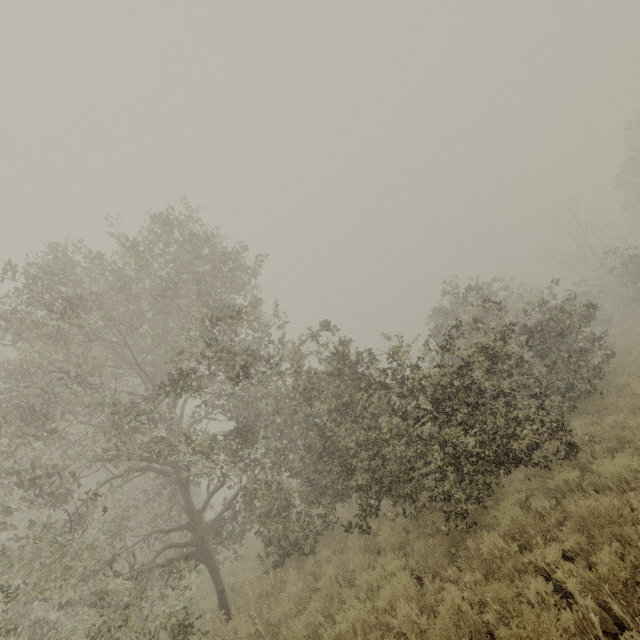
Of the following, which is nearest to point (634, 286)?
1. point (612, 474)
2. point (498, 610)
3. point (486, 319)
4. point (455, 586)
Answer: point (486, 319)
